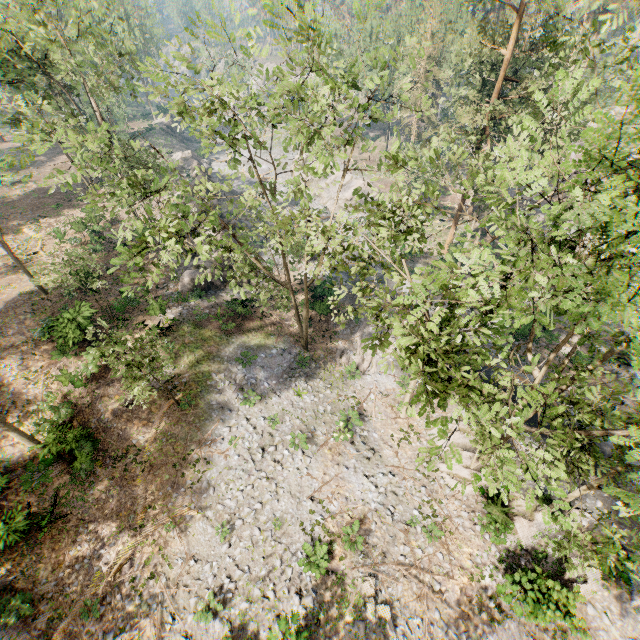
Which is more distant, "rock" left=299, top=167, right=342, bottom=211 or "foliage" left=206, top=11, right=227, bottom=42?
"rock" left=299, top=167, right=342, bottom=211

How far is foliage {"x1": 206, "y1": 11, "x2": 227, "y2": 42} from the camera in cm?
1097

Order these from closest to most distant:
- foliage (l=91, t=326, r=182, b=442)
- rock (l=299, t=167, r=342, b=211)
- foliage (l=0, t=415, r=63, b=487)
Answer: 1. foliage (l=91, t=326, r=182, b=442)
2. foliage (l=0, t=415, r=63, b=487)
3. rock (l=299, t=167, r=342, b=211)

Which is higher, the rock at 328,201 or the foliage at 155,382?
the foliage at 155,382

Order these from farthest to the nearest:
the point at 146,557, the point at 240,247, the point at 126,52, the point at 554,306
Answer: the point at 126,52 < the point at 240,247 < the point at 146,557 < the point at 554,306

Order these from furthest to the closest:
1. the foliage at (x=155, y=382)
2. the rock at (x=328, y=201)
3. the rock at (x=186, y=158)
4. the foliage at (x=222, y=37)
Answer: the rock at (x=328, y=201) → the rock at (x=186, y=158) → the foliage at (x=155, y=382) → the foliage at (x=222, y=37)

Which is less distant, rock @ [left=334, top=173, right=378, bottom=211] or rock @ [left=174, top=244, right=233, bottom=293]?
rock @ [left=174, top=244, right=233, bottom=293]

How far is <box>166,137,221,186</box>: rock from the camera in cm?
4193
